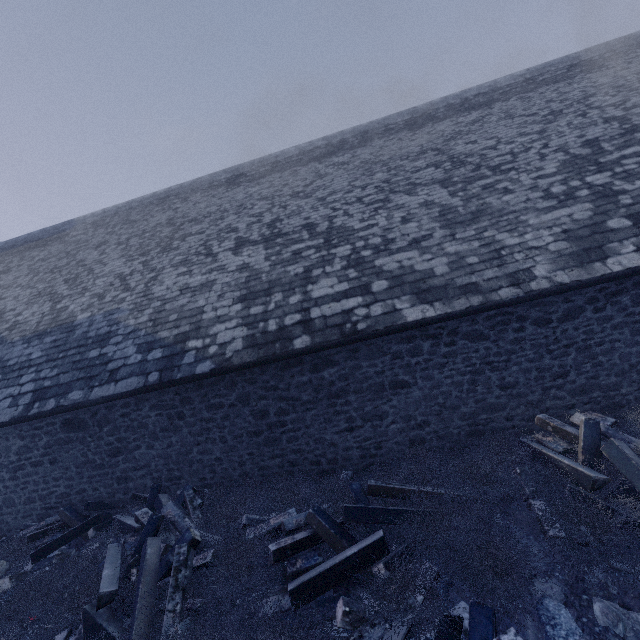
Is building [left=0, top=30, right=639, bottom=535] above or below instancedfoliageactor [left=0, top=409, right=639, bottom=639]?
above

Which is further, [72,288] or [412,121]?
[412,121]

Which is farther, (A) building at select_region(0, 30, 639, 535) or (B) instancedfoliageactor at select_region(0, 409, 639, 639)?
(A) building at select_region(0, 30, 639, 535)

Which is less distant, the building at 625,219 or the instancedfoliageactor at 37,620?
the instancedfoliageactor at 37,620

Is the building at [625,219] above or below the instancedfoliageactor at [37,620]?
above
